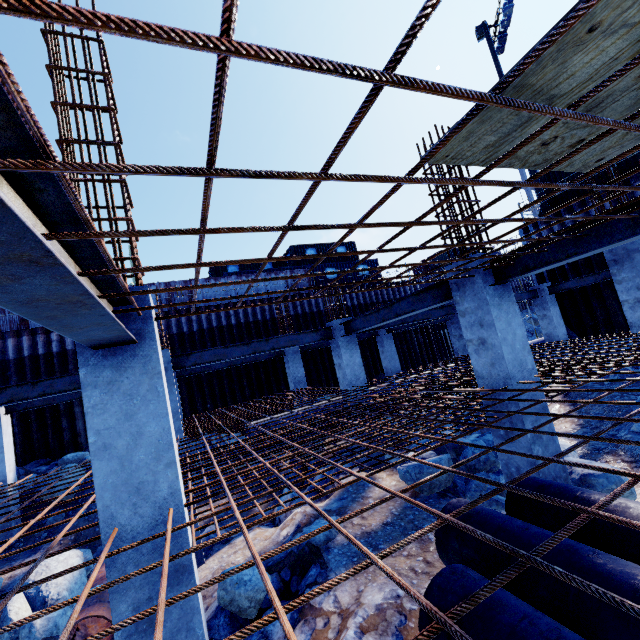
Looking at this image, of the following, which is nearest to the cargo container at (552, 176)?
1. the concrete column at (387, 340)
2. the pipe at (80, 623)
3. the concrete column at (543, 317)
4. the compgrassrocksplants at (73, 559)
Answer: the concrete column at (543, 317)

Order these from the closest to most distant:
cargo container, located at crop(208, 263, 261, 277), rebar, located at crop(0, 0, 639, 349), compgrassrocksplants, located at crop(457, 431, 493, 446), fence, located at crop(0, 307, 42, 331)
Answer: rebar, located at crop(0, 0, 639, 349), compgrassrocksplants, located at crop(457, 431, 493, 446), fence, located at crop(0, 307, 42, 331), cargo container, located at crop(208, 263, 261, 277)

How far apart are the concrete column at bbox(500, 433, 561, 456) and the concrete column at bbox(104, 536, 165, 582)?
4.3 meters

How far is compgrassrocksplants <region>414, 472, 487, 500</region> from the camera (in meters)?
6.72

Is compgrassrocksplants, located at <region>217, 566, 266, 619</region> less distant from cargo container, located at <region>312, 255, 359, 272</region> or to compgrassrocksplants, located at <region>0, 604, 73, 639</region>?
compgrassrocksplants, located at <region>0, 604, 73, 639</region>

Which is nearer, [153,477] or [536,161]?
[536,161]

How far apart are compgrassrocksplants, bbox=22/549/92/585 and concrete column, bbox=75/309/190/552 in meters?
4.9

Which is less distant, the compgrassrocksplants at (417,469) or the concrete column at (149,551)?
the concrete column at (149,551)
